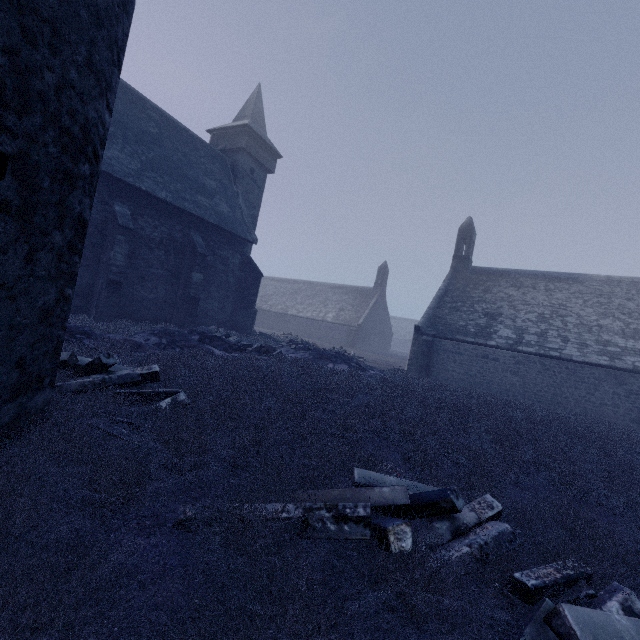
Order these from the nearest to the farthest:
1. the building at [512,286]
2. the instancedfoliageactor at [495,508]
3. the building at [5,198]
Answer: the instancedfoliageactor at [495,508], the building at [5,198], the building at [512,286]

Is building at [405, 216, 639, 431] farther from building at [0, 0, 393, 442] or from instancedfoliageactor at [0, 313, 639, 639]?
instancedfoliageactor at [0, 313, 639, 639]

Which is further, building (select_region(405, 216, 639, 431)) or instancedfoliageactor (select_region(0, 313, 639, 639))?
building (select_region(405, 216, 639, 431))

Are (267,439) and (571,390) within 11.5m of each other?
no

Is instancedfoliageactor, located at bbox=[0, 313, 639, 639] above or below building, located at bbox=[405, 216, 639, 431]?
below

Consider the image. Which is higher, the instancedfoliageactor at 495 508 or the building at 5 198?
the building at 5 198

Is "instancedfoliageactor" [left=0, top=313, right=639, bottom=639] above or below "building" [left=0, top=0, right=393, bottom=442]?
below
